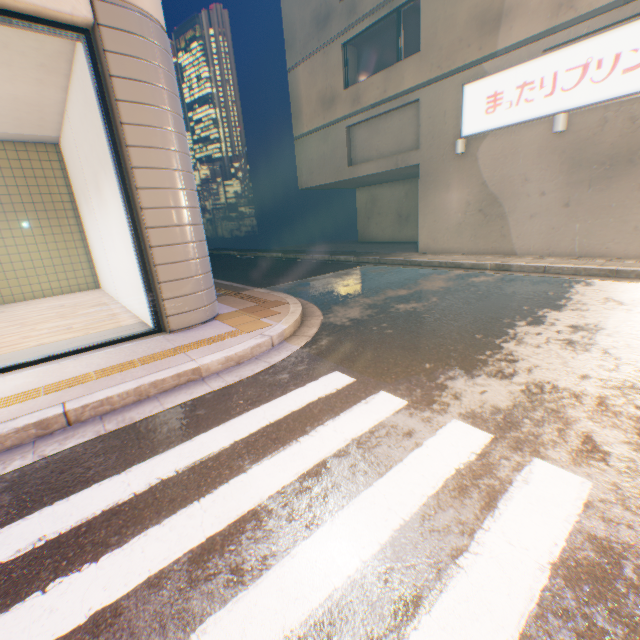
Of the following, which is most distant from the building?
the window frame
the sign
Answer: the window frame

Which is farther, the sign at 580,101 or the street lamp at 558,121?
the street lamp at 558,121

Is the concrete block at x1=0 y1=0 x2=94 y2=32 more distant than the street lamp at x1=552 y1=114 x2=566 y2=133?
No

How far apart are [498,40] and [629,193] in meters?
5.6

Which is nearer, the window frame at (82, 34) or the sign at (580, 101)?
the window frame at (82, 34)

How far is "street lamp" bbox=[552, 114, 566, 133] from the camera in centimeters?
824cm

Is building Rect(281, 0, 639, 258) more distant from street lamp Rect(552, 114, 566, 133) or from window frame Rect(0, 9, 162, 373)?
window frame Rect(0, 9, 162, 373)

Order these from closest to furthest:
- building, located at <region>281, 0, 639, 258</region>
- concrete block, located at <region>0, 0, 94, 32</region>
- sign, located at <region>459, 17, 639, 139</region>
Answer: concrete block, located at <region>0, 0, 94, 32</region> → sign, located at <region>459, 17, 639, 139</region> → building, located at <region>281, 0, 639, 258</region>
